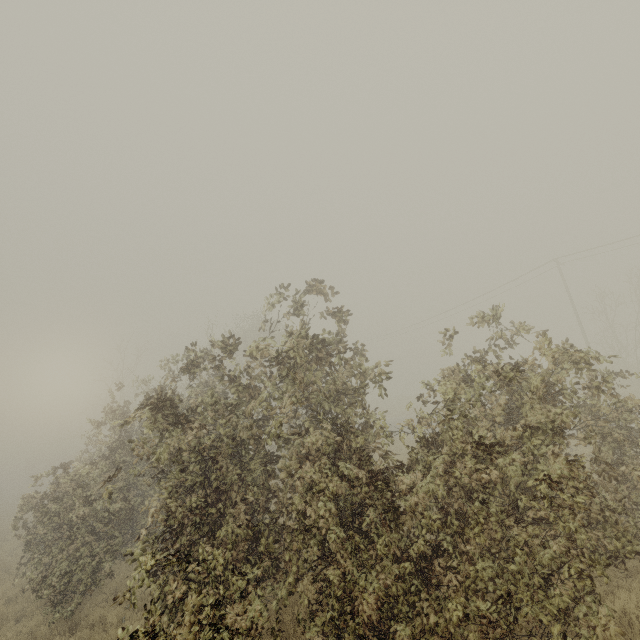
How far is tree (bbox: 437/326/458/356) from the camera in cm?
720

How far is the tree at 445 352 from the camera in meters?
7.2 m

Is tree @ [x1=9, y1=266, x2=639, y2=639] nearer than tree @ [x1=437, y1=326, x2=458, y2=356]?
Yes

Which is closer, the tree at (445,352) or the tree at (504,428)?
the tree at (504,428)

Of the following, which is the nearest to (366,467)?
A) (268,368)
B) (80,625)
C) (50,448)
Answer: (80,625)
